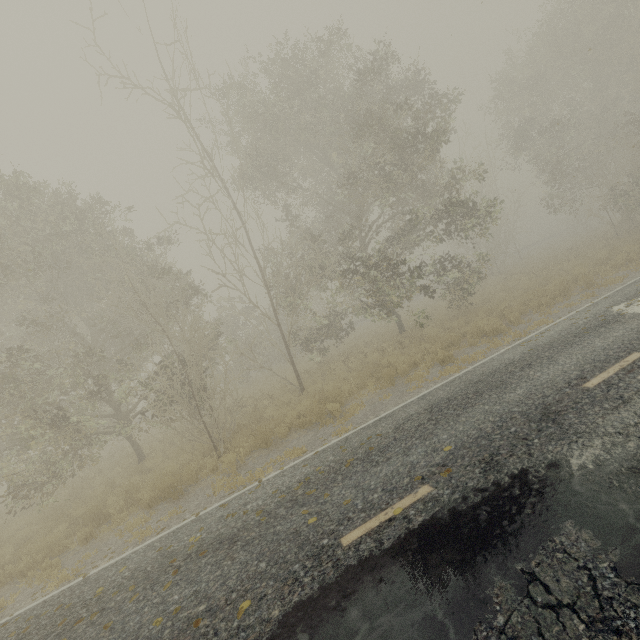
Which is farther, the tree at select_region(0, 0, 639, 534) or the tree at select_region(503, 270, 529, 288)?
the tree at select_region(503, 270, 529, 288)

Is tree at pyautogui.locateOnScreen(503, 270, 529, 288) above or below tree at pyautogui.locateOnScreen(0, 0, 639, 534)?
below

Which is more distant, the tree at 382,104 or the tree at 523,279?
the tree at 523,279

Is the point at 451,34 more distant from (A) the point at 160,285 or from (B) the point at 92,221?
(B) the point at 92,221

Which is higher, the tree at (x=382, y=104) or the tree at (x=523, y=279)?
the tree at (x=382, y=104)

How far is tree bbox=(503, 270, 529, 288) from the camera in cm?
1872
